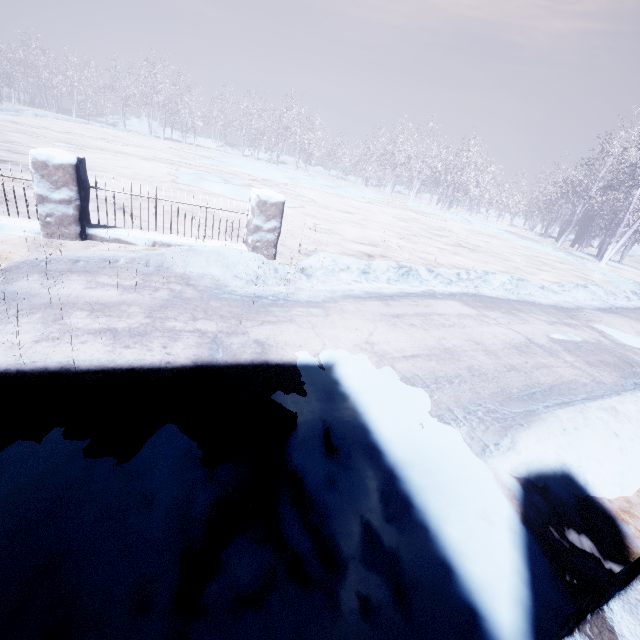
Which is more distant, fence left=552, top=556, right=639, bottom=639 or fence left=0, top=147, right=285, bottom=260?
fence left=0, top=147, right=285, bottom=260

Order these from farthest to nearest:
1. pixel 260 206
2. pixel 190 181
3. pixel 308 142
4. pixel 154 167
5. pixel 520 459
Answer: pixel 308 142
pixel 154 167
pixel 190 181
pixel 260 206
pixel 520 459

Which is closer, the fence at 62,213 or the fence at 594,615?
the fence at 594,615
